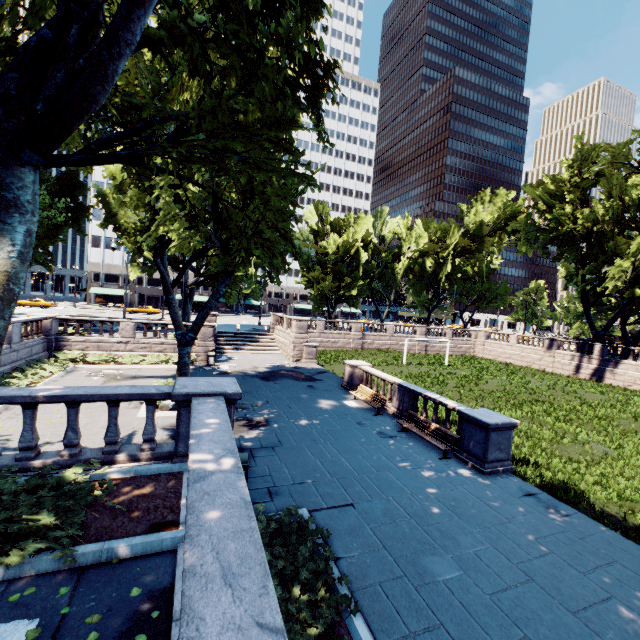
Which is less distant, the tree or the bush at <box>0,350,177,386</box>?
the tree

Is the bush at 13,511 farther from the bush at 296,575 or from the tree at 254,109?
the bush at 296,575

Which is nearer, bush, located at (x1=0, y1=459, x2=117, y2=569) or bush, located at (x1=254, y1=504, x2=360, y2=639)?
bush, located at (x1=0, y1=459, x2=117, y2=569)

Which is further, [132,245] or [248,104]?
[132,245]

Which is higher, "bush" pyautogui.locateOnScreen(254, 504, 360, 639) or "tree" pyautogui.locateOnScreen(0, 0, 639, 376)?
"tree" pyautogui.locateOnScreen(0, 0, 639, 376)

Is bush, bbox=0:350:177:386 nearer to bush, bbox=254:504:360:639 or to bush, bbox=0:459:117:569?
bush, bbox=0:459:117:569

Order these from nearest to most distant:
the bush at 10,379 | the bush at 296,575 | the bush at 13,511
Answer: the bush at 13,511
the bush at 296,575
the bush at 10,379

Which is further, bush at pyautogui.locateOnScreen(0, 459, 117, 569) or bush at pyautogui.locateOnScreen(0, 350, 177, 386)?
bush at pyautogui.locateOnScreen(0, 350, 177, 386)
